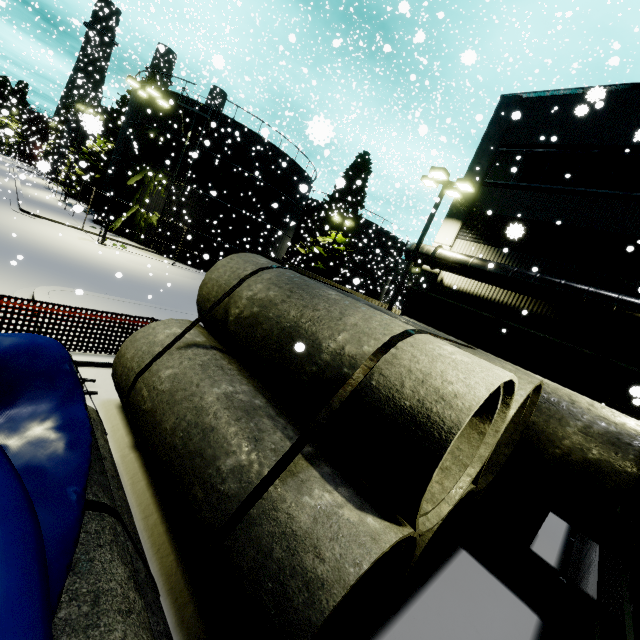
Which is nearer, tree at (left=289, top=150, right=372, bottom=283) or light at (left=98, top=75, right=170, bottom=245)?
light at (left=98, top=75, right=170, bottom=245)

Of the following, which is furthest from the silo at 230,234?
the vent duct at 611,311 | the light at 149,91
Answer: the light at 149,91

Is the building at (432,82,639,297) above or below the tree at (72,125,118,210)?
above

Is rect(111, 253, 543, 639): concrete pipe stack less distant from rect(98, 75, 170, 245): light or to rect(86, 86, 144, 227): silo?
rect(86, 86, 144, 227): silo

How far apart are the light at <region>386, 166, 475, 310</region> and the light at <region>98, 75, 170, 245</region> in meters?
16.3

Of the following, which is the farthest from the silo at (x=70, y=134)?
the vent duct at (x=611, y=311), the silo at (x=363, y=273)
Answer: the silo at (x=363, y=273)

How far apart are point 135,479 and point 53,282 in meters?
10.2

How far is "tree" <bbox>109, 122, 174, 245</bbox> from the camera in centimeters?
2497cm
